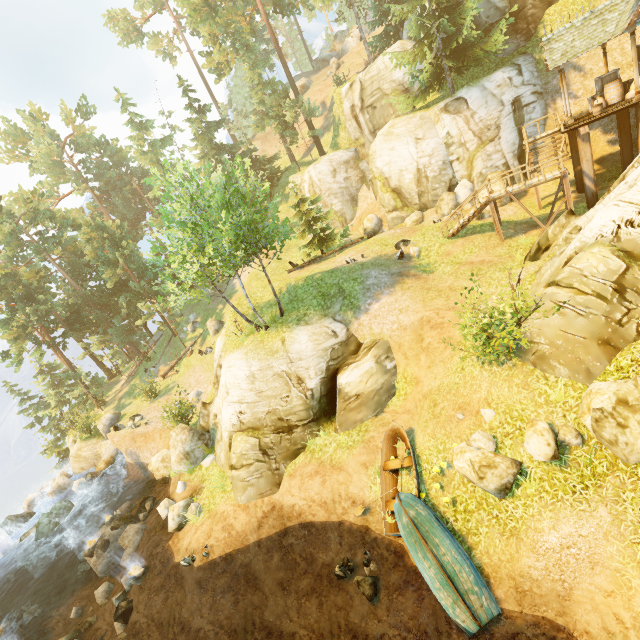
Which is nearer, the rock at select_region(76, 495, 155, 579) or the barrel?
the barrel

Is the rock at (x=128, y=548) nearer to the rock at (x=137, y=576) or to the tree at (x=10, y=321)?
the rock at (x=137, y=576)

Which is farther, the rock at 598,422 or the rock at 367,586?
the rock at 367,586

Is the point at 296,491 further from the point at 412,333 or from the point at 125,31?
the point at 125,31

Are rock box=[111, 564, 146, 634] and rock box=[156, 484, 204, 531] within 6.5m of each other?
yes

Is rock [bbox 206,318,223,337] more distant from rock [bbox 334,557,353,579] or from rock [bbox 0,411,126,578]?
rock [bbox 334,557,353,579]

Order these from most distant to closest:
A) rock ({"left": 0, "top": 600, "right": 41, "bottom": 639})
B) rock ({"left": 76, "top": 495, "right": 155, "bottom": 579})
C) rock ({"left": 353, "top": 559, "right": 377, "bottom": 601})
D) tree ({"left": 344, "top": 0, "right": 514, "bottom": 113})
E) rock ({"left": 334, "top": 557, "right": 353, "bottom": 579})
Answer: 1. tree ({"left": 344, "top": 0, "right": 514, "bottom": 113})
2. rock ({"left": 76, "top": 495, "right": 155, "bottom": 579})
3. rock ({"left": 0, "top": 600, "right": 41, "bottom": 639})
4. rock ({"left": 334, "top": 557, "right": 353, "bottom": 579})
5. rock ({"left": 353, "top": 559, "right": 377, "bottom": 601})

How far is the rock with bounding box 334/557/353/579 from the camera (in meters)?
10.99
